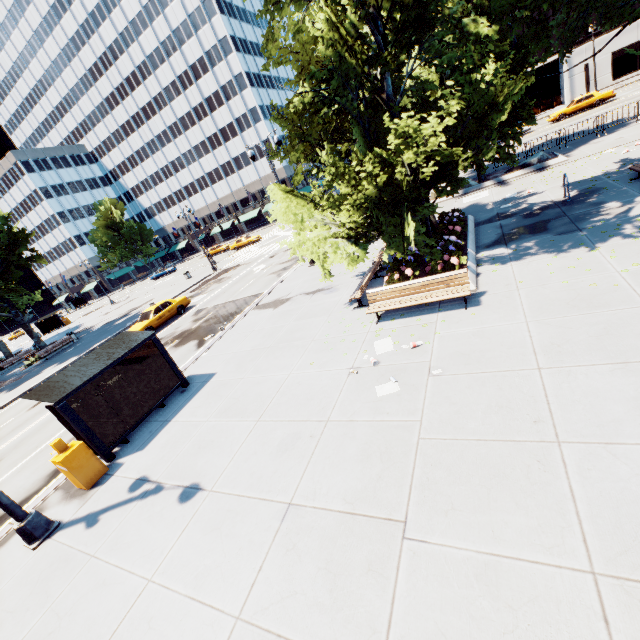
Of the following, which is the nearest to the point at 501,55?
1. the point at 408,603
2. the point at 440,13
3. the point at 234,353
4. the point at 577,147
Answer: the point at 577,147

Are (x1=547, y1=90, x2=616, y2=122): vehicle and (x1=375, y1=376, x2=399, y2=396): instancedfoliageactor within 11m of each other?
no

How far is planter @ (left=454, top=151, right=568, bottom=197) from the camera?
18.2 meters

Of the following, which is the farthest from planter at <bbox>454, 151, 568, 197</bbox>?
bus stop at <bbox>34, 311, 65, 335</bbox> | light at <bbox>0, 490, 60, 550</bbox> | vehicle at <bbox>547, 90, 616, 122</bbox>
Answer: bus stop at <bbox>34, 311, 65, 335</bbox>

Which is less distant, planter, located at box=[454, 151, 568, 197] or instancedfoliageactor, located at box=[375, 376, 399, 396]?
instancedfoliageactor, located at box=[375, 376, 399, 396]

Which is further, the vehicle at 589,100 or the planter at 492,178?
the vehicle at 589,100

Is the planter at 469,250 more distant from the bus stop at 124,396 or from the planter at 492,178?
the bus stop at 124,396

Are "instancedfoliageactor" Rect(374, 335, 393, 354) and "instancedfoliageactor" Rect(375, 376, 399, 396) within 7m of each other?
yes
